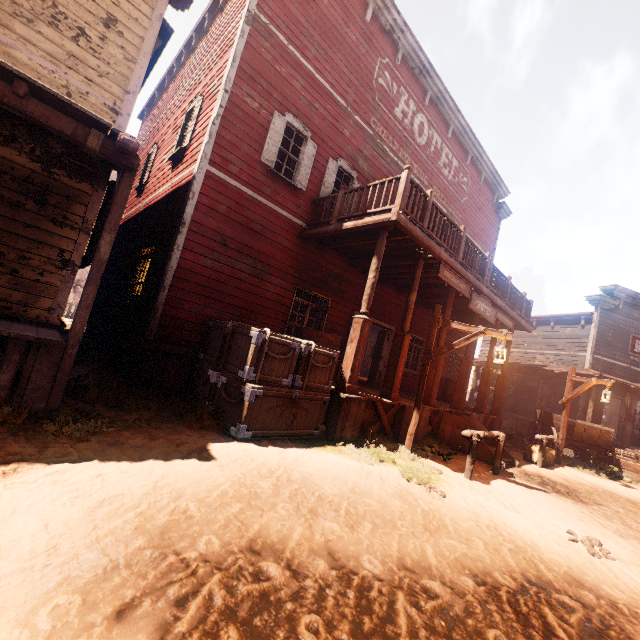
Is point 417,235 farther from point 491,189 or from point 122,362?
point 491,189

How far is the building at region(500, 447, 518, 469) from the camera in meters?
7.9 m

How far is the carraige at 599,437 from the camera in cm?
1098

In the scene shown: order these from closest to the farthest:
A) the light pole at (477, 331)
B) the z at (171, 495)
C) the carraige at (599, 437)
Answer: the z at (171, 495), the light pole at (477, 331), the carraige at (599, 437)

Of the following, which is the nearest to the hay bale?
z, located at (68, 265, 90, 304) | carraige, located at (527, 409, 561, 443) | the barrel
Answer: z, located at (68, 265, 90, 304)

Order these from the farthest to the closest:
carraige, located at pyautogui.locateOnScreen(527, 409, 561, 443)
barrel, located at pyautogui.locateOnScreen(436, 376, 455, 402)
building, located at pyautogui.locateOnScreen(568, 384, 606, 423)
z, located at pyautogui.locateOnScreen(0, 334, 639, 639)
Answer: building, located at pyautogui.locateOnScreen(568, 384, 606, 423)
barrel, located at pyautogui.locateOnScreen(436, 376, 455, 402)
carraige, located at pyautogui.locateOnScreen(527, 409, 561, 443)
z, located at pyautogui.locateOnScreen(0, 334, 639, 639)

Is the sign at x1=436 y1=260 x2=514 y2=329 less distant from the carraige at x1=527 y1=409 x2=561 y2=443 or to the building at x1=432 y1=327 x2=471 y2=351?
the building at x1=432 y1=327 x2=471 y2=351

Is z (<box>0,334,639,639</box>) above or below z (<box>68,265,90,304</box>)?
below
